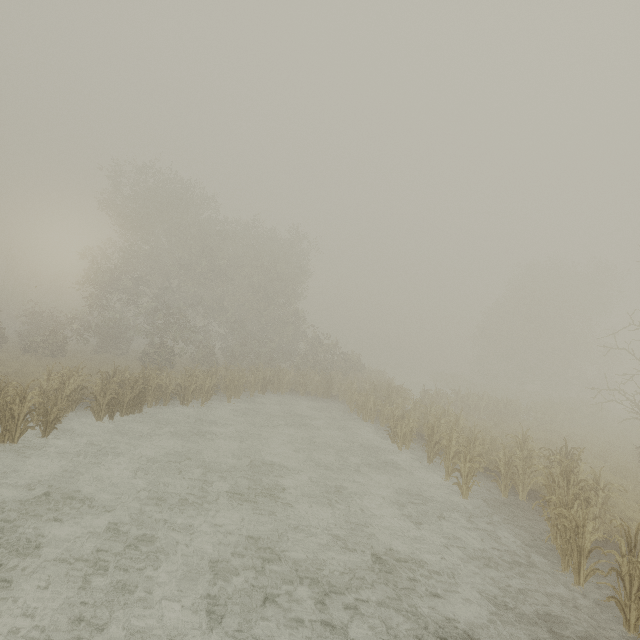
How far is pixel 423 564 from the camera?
6.4 meters
